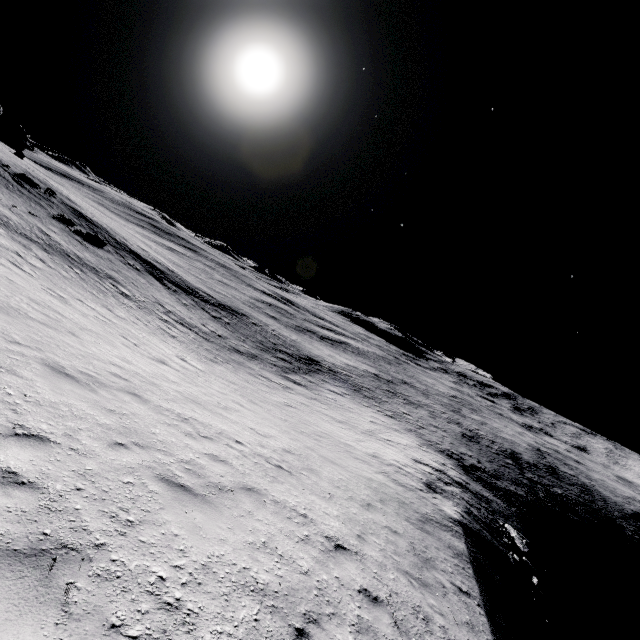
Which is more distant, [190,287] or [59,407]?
[190,287]

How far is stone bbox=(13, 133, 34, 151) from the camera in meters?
49.8 m

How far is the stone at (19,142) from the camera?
49.8m
